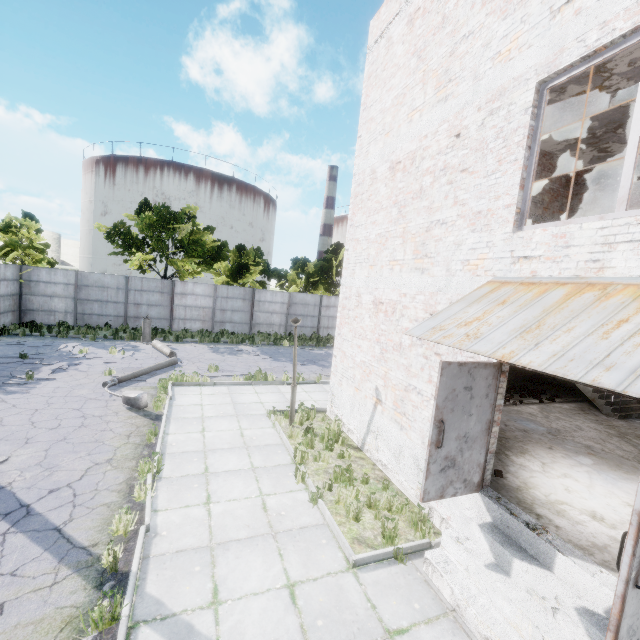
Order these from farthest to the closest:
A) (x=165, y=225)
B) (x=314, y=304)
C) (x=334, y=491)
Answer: (x=314, y=304), (x=165, y=225), (x=334, y=491)

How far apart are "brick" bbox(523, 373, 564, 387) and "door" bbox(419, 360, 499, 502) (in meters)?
10.92

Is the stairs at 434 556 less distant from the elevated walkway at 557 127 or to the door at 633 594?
the door at 633 594

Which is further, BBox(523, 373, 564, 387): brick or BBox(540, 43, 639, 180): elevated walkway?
BBox(523, 373, 564, 387): brick

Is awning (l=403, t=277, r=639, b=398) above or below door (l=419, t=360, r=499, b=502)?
above

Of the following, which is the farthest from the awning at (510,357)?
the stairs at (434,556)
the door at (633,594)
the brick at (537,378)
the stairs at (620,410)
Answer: the brick at (537,378)

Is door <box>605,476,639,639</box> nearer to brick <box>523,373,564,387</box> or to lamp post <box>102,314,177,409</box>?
lamp post <box>102,314,177,409</box>

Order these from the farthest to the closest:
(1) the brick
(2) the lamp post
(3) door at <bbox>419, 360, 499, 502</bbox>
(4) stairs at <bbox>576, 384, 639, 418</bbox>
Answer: (1) the brick → (4) stairs at <bbox>576, 384, 639, 418</bbox> → (2) the lamp post → (3) door at <bbox>419, 360, 499, 502</bbox>
